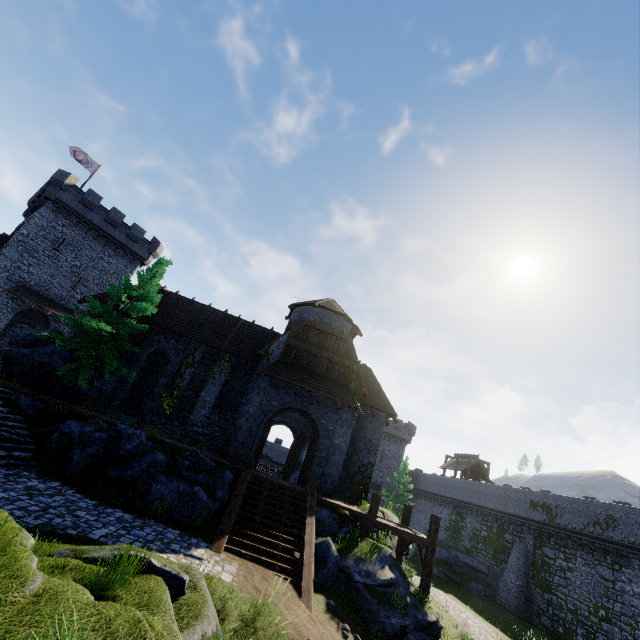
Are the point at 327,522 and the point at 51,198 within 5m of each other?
no

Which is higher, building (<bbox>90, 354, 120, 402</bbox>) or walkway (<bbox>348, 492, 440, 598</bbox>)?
building (<bbox>90, 354, 120, 402</bbox>)

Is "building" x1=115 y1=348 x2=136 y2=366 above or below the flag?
below

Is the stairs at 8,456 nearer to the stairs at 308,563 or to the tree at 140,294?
the tree at 140,294

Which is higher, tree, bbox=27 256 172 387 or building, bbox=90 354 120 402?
tree, bbox=27 256 172 387

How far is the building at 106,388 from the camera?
19.2m

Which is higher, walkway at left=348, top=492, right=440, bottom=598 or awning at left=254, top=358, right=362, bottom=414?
awning at left=254, top=358, right=362, bottom=414

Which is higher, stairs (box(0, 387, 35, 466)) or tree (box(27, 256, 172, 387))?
tree (box(27, 256, 172, 387))
